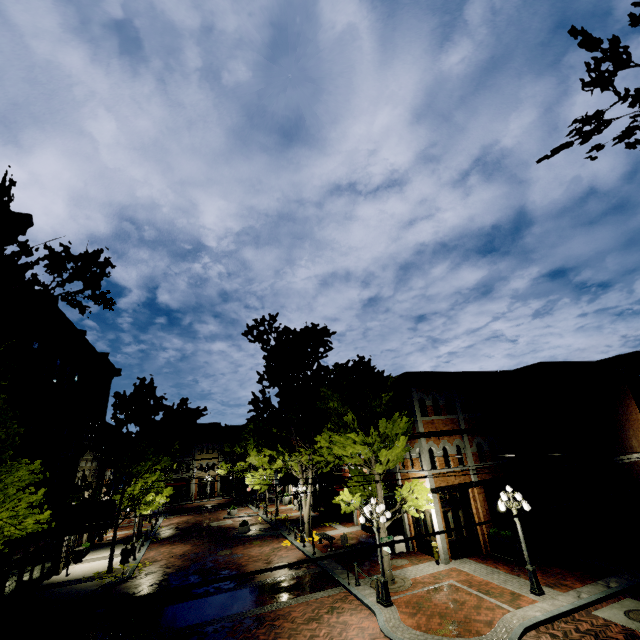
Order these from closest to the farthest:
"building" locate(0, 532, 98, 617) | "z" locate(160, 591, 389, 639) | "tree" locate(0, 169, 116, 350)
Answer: "tree" locate(0, 169, 116, 350) → "z" locate(160, 591, 389, 639) → "building" locate(0, 532, 98, 617)

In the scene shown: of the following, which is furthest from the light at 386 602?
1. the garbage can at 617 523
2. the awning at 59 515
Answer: the garbage can at 617 523

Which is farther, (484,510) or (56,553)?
(56,553)

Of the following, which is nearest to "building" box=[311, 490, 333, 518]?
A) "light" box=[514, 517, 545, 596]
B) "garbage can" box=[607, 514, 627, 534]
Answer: "garbage can" box=[607, 514, 627, 534]

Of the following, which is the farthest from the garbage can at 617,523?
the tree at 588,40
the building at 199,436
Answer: the building at 199,436

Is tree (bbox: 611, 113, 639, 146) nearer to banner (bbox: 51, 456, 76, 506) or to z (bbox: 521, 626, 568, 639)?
z (bbox: 521, 626, 568, 639)

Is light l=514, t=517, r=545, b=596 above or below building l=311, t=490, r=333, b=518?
below

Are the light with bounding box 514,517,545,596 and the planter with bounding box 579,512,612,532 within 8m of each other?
no
